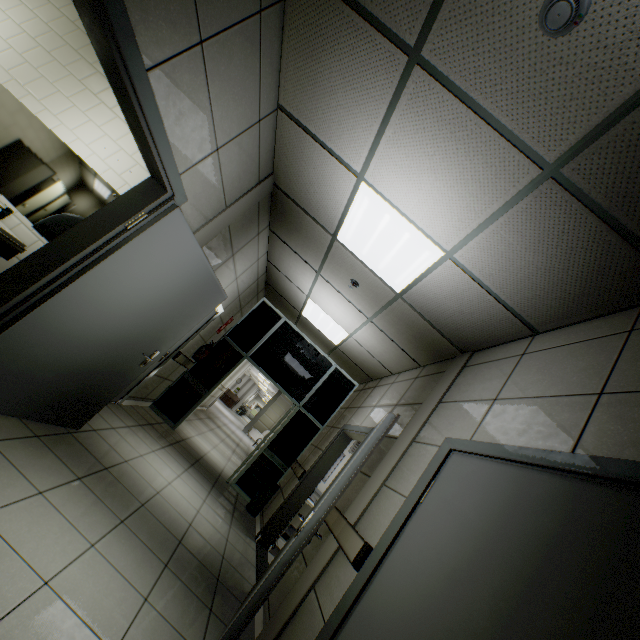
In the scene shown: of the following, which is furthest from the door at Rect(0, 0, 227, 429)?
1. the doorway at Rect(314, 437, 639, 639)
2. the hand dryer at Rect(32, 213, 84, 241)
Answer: the doorway at Rect(314, 437, 639, 639)

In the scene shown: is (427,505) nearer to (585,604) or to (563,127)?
(585,604)

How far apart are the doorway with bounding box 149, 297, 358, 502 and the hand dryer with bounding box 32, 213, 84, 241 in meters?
4.6

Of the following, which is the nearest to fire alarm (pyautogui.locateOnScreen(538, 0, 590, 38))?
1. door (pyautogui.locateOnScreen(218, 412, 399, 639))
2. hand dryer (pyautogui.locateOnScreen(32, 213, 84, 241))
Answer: door (pyautogui.locateOnScreen(218, 412, 399, 639))

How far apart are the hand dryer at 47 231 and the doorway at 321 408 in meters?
4.6

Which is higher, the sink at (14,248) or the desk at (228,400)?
the sink at (14,248)

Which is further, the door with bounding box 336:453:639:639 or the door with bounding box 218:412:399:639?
the door with bounding box 218:412:399:639

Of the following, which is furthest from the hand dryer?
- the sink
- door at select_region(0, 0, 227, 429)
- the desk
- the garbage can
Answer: the desk
